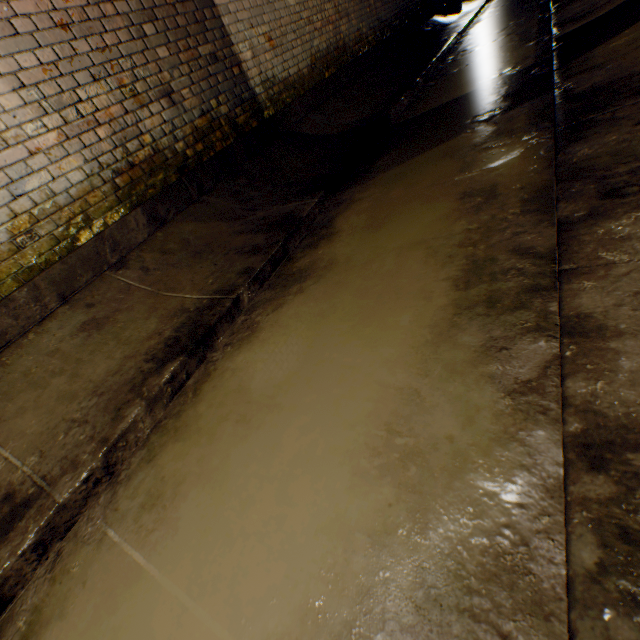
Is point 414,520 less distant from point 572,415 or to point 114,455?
point 572,415
